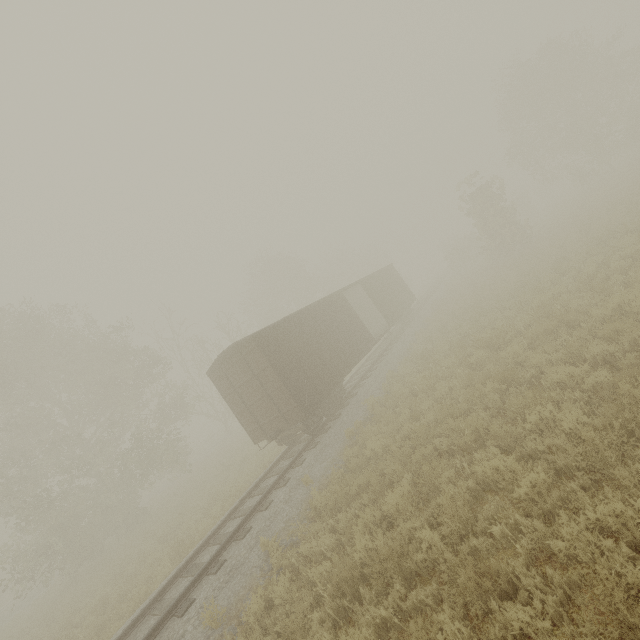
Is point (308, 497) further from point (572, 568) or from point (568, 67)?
point (568, 67)

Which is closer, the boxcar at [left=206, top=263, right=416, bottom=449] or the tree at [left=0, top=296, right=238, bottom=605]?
the boxcar at [left=206, top=263, right=416, bottom=449]

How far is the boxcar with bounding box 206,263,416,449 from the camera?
12.0m

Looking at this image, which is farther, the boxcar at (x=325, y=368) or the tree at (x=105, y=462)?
the tree at (x=105, y=462)

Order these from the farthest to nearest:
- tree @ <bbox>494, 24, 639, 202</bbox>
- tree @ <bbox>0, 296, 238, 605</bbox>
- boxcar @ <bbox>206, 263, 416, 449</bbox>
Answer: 1. tree @ <bbox>494, 24, 639, 202</bbox>
2. tree @ <bbox>0, 296, 238, 605</bbox>
3. boxcar @ <bbox>206, 263, 416, 449</bbox>

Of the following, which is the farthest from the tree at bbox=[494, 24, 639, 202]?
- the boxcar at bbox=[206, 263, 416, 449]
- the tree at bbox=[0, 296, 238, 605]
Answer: the tree at bbox=[0, 296, 238, 605]

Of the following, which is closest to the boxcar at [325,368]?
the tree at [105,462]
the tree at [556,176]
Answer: the tree at [105,462]
